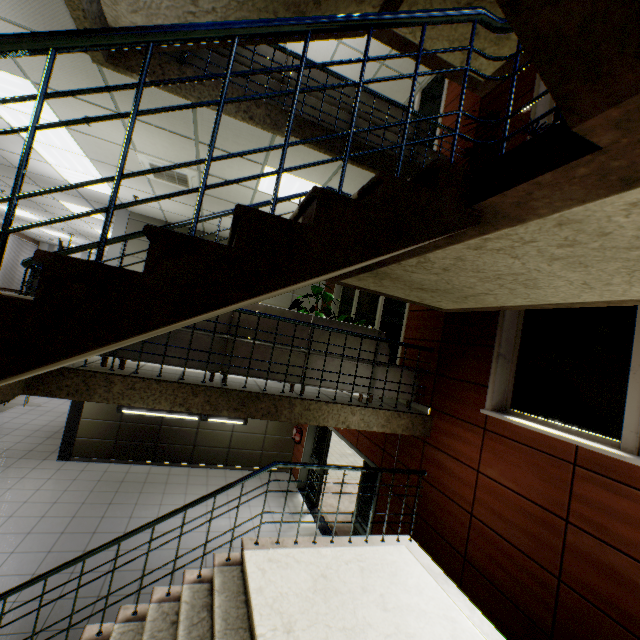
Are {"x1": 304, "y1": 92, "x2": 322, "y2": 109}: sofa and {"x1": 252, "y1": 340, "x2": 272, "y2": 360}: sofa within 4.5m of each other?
yes

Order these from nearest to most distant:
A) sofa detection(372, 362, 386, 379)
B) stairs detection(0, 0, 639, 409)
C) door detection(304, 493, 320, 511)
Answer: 1. stairs detection(0, 0, 639, 409)
2. sofa detection(372, 362, 386, 379)
3. door detection(304, 493, 320, 511)

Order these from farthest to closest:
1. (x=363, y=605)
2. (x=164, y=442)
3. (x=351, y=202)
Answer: (x=164, y=442) < (x=363, y=605) < (x=351, y=202)

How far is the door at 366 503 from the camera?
6.2 meters

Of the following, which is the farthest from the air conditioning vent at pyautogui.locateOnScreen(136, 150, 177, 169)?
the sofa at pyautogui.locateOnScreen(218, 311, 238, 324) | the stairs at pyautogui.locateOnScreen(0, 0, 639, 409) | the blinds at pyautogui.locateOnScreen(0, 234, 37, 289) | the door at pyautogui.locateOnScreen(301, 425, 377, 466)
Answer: the blinds at pyautogui.locateOnScreen(0, 234, 37, 289)

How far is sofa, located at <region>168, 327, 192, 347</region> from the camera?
3.9 meters

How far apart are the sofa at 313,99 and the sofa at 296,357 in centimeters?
244cm

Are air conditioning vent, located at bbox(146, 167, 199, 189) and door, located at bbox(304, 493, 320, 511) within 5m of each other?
no
